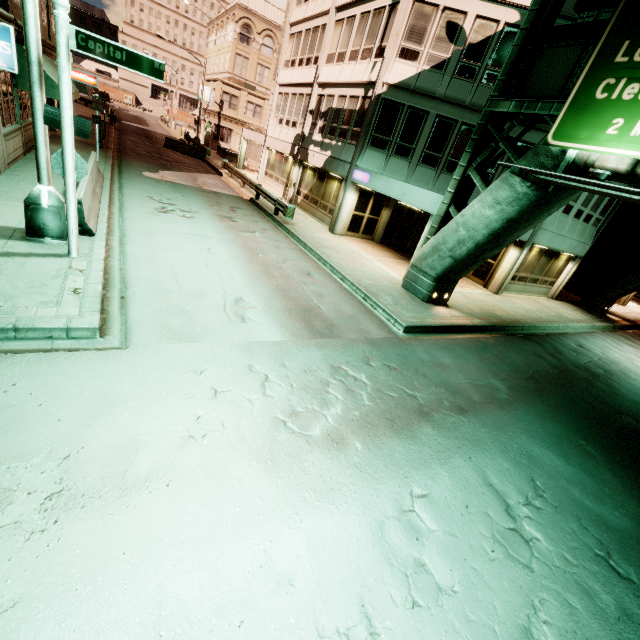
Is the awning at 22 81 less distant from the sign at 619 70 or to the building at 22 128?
the building at 22 128

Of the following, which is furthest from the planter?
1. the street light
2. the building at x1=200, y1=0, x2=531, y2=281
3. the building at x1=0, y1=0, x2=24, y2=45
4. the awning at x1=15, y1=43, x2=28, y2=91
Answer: the street light

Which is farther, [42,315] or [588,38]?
[588,38]

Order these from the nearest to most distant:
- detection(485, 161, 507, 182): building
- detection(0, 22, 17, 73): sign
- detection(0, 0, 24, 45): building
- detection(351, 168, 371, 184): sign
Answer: detection(0, 22, 17, 73): sign
detection(0, 0, 24, 45): building
detection(485, 161, 507, 182): building
detection(351, 168, 371, 184): sign

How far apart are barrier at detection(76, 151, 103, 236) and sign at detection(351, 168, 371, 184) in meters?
11.5

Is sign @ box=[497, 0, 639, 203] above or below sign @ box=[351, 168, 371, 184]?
above

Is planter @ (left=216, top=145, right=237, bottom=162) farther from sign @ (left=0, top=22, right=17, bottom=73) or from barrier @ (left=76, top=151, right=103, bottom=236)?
sign @ (left=0, top=22, right=17, bottom=73)

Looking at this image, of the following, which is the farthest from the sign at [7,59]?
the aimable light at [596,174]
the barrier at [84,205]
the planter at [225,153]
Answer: the planter at [225,153]
